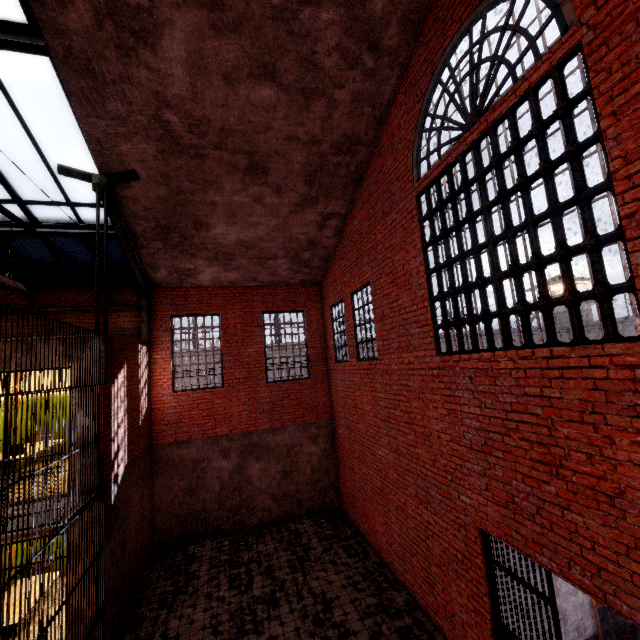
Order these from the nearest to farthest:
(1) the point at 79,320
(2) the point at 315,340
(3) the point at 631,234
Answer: (3) the point at 631,234, (1) the point at 79,320, (2) the point at 315,340

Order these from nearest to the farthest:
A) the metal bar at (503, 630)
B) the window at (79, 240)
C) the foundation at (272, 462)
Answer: the metal bar at (503, 630), the window at (79, 240), the foundation at (272, 462)

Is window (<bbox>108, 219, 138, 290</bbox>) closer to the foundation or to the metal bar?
the foundation

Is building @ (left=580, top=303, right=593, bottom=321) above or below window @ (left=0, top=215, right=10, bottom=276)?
below

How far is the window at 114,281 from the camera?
8.8m

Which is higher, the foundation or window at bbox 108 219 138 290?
window at bbox 108 219 138 290

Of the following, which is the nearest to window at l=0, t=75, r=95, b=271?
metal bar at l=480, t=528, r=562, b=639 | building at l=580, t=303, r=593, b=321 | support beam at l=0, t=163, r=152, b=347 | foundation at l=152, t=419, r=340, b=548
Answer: support beam at l=0, t=163, r=152, b=347

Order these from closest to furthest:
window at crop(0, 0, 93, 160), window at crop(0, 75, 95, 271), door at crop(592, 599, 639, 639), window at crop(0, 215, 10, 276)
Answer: window at crop(0, 0, 93, 160) < door at crop(592, 599, 639, 639) < window at crop(0, 75, 95, 271) < window at crop(0, 215, 10, 276)
